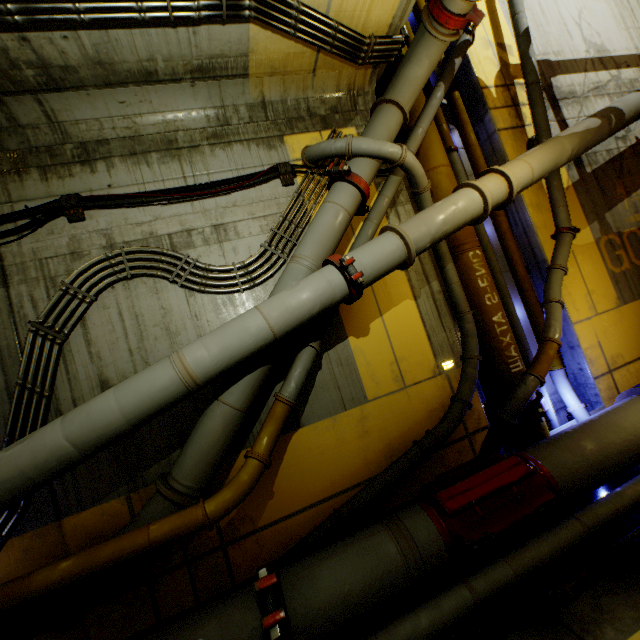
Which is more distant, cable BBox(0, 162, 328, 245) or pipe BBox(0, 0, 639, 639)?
cable BBox(0, 162, 328, 245)

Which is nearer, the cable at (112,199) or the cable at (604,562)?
the cable at (604,562)

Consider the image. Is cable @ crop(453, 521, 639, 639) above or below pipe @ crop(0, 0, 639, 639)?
below

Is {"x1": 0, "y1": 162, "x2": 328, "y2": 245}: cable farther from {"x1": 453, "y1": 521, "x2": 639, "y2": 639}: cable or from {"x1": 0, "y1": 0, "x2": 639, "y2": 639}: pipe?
{"x1": 453, "y1": 521, "x2": 639, "y2": 639}: cable

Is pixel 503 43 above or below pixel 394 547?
above

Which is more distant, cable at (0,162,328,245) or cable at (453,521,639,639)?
cable at (0,162,328,245)

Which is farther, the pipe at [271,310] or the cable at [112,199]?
the cable at [112,199]
